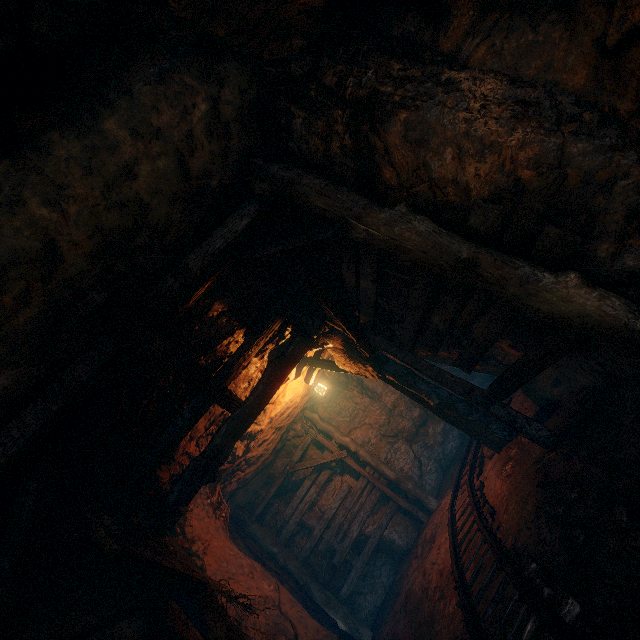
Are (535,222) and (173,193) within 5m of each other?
yes

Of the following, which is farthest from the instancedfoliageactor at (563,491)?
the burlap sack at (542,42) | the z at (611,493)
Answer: the burlap sack at (542,42)

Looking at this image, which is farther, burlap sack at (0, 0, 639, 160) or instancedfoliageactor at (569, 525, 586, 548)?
instancedfoliageactor at (569, 525, 586, 548)

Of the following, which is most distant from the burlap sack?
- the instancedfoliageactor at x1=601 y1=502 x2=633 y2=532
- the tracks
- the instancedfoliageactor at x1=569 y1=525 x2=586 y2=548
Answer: the instancedfoliageactor at x1=569 y1=525 x2=586 y2=548

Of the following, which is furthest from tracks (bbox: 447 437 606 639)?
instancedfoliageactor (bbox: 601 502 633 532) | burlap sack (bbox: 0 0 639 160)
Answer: instancedfoliageactor (bbox: 601 502 633 532)

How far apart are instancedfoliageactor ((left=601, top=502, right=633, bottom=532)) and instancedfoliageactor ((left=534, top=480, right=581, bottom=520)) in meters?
0.5

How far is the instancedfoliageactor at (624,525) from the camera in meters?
2.3

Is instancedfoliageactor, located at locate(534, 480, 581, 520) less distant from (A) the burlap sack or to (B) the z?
(B) the z
